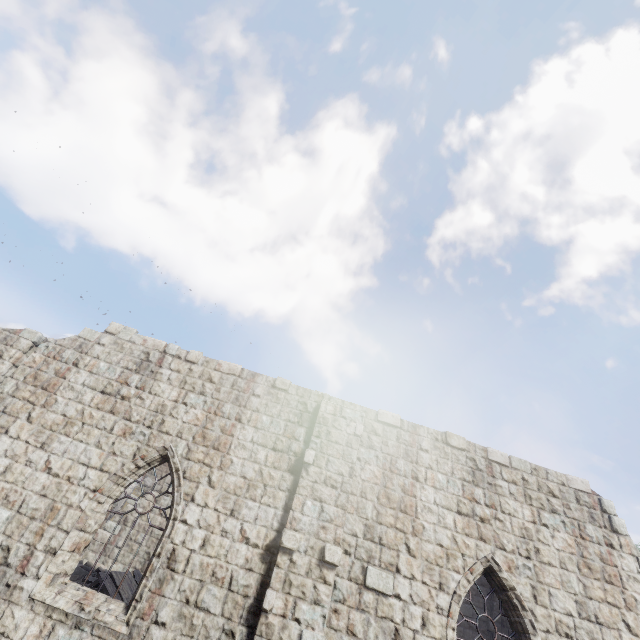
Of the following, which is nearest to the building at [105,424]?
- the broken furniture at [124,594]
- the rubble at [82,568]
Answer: the rubble at [82,568]

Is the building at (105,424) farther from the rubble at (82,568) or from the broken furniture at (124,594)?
the broken furniture at (124,594)

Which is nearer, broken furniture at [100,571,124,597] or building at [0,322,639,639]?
building at [0,322,639,639]

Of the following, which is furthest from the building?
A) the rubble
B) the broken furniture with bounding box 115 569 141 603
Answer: the broken furniture with bounding box 115 569 141 603

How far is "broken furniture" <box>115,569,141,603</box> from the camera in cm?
998

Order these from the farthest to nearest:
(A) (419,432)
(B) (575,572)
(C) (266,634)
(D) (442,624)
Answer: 1. (A) (419,432)
2. (B) (575,572)
3. (D) (442,624)
4. (C) (266,634)

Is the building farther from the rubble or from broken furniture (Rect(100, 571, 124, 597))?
broken furniture (Rect(100, 571, 124, 597))

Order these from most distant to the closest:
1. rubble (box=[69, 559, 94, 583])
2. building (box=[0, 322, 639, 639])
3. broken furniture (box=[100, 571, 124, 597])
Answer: rubble (box=[69, 559, 94, 583]), broken furniture (box=[100, 571, 124, 597]), building (box=[0, 322, 639, 639])
